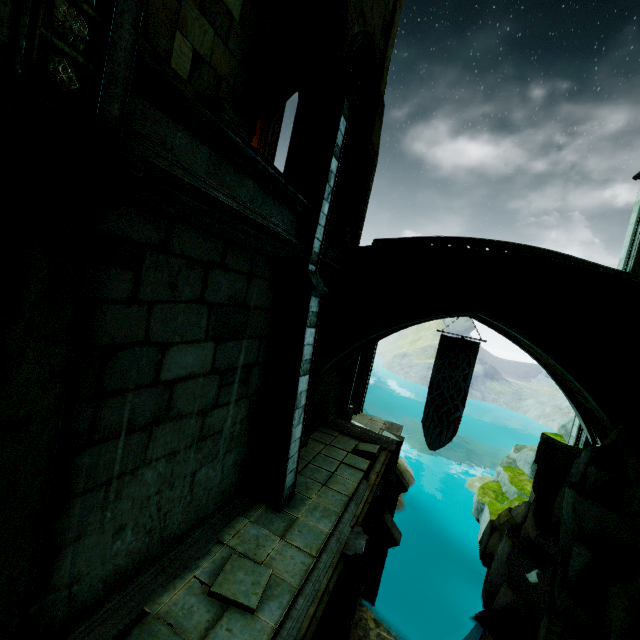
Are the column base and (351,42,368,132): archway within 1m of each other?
no

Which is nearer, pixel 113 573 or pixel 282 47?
pixel 113 573

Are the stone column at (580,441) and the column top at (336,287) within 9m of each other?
no

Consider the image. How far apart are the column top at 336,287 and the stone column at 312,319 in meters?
1.8

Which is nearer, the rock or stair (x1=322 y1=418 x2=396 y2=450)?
the rock

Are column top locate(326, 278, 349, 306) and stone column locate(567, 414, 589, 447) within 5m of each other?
no

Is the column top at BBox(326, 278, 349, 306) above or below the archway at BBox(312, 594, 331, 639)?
above

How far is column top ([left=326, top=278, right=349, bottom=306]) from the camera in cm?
971
